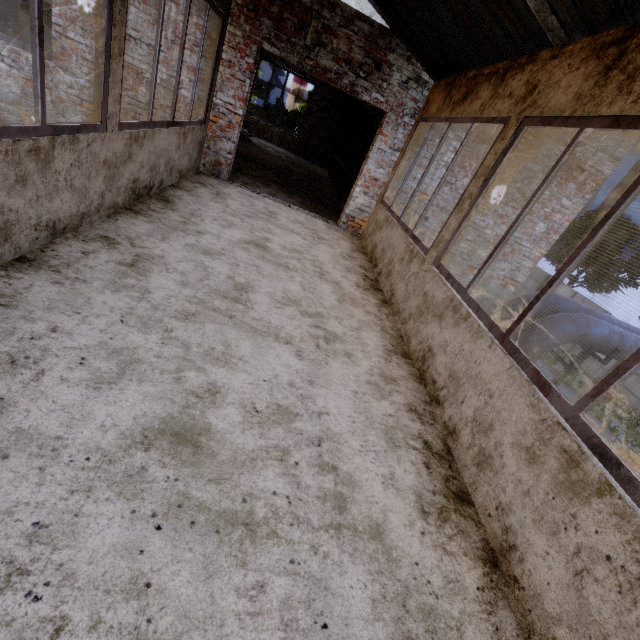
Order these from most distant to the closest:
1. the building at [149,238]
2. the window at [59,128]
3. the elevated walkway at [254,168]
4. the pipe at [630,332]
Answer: the elevated walkway at [254,168] < the pipe at [630,332] < the window at [59,128] < the building at [149,238]

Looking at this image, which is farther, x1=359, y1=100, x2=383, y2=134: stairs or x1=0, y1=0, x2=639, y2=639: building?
x1=359, y1=100, x2=383, y2=134: stairs

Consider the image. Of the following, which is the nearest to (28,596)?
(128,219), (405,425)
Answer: (405,425)

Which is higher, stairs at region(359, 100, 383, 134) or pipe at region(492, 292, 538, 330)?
stairs at region(359, 100, 383, 134)

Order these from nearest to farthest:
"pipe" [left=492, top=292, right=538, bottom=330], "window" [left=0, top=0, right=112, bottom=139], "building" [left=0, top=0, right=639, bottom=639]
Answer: "building" [left=0, top=0, right=639, bottom=639], "window" [left=0, top=0, right=112, bottom=139], "pipe" [left=492, top=292, right=538, bottom=330]

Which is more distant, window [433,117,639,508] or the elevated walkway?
the elevated walkway

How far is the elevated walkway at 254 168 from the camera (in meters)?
7.15

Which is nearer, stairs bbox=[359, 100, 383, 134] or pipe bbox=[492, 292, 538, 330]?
pipe bbox=[492, 292, 538, 330]
